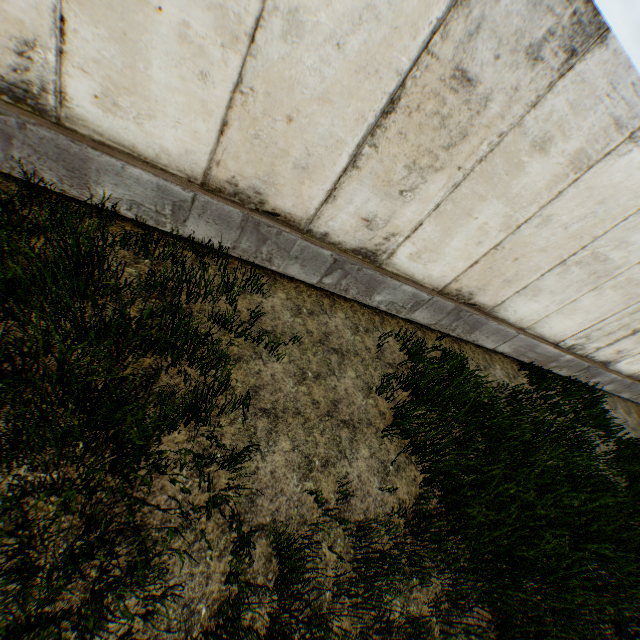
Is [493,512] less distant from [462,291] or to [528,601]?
[528,601]
